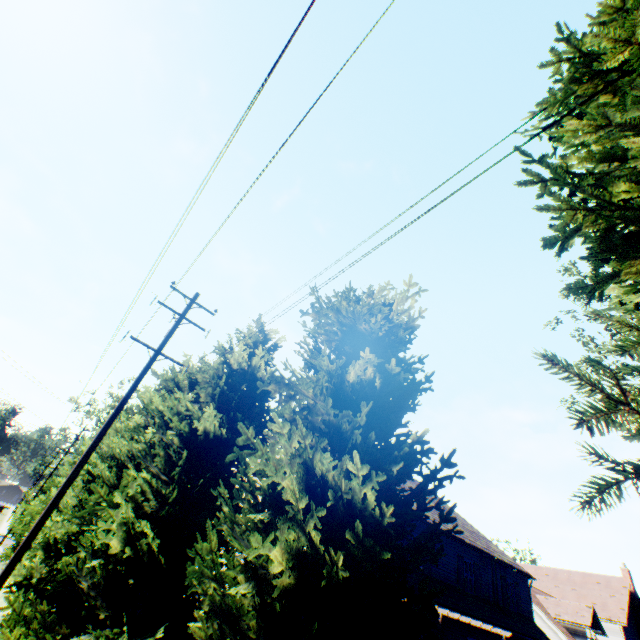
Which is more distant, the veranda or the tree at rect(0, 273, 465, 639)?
the veranda

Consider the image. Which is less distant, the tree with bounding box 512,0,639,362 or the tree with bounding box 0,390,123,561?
the tree with bounding box 512,0,639,362

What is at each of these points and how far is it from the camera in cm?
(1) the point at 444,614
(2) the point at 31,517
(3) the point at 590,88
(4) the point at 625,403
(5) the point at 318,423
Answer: (1) veranda, 1283
(2) tree, 2470
(3) tree, 377
(4) tree, 160
(5) tree, 483

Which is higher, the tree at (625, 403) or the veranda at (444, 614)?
the tree at (625, 403)

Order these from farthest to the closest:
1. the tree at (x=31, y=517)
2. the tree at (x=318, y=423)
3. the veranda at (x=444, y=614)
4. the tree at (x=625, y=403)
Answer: the tree at (x=31, y=517) → the veranda at (x=444, y=614) → the tree at (x=318, y=423) → the tree at (x=625, y=403)
